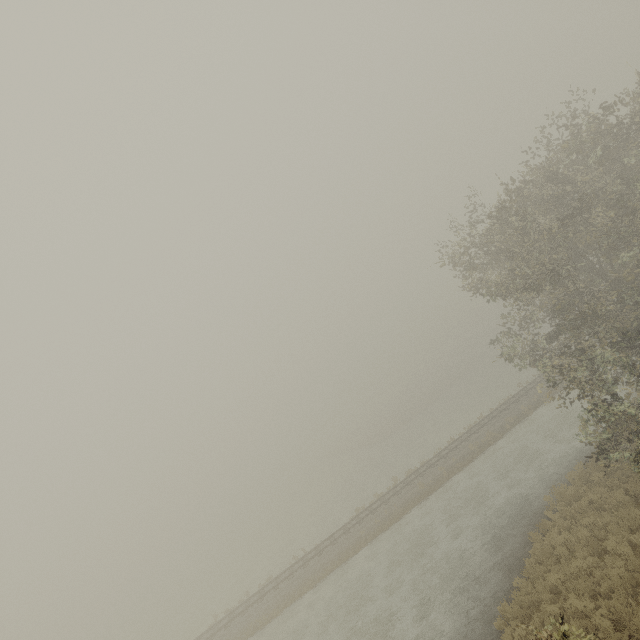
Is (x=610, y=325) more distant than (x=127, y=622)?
No
